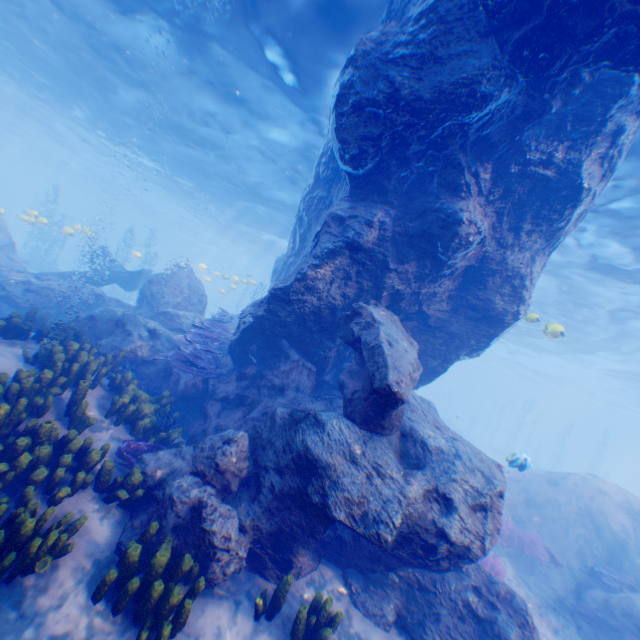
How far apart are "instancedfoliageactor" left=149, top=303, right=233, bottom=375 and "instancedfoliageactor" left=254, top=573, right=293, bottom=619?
5.2m

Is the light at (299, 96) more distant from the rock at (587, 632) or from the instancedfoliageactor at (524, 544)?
the instancedfoliageactor at (524, 544)

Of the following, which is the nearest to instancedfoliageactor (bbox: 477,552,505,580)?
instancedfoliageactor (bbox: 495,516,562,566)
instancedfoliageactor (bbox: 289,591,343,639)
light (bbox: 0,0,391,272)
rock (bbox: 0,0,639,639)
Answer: rock (bbox: 0,0,639,639)

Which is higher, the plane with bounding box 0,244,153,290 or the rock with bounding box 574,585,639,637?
the plane with bounding box 0,244,153,290

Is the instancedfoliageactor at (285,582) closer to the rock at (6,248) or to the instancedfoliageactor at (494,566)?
the rock at (6,248)

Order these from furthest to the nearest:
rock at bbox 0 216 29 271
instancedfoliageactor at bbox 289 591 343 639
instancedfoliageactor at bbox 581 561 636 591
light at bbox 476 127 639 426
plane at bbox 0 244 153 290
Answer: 1. rock at bbox 0 216 29 271
2. plane at bbox 0 244 153 290
3. light at bbox 476 127 639 426
4. instancedfoliageactor at bbox 581 561 636 591
5. instancedfoliageactor at bbox 289 591 343 639

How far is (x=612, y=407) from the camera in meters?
51.4 m

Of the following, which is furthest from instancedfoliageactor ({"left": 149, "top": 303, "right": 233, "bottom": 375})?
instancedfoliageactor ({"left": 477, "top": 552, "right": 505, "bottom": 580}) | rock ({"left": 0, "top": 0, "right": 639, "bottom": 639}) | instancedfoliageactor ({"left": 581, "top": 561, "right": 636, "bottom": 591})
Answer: instancedfoliageactor ({"left": 581, "top": 561, "right": 636, "bottom": 591})
